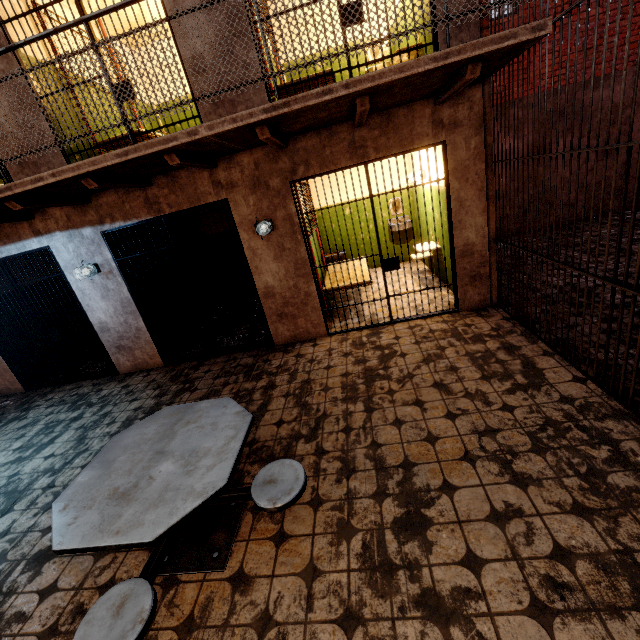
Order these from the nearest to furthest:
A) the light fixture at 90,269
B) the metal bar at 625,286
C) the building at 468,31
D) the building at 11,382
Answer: the metal bar at 625,286 < the building at 468,31 < the light fixture at 90,269 < the building at 11,382

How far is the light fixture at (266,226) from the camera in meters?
4.5

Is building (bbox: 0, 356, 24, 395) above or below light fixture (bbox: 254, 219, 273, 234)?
below

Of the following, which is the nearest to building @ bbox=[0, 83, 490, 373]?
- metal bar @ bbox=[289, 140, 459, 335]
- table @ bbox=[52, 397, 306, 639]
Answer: metal bar @ bbox=[289, 140, 459, 335]

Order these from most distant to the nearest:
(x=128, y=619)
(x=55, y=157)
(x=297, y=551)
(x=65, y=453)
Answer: (x=55, y=157)
(x=65, y=453)
(x=297, y=551)
(x=128, y=619)

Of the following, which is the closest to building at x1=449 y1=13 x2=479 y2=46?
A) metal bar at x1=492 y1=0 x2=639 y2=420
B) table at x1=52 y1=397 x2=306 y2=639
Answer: metal bar at x1=492 y1=0 x2=639 y2=420

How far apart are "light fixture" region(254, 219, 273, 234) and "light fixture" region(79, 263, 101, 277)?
2.6 meters

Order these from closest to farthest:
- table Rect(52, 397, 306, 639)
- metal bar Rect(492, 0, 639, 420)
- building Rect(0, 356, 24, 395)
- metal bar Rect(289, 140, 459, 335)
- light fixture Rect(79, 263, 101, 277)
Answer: table Rect(52, 397, 306, 639)
metal bar Rect(492, 0, 639, 420)
metal bar Rect(289, 140, 459, 335)
light fixture Rect(79, 263, 101, 277)
building Rect(0, 356, 24, 395)
